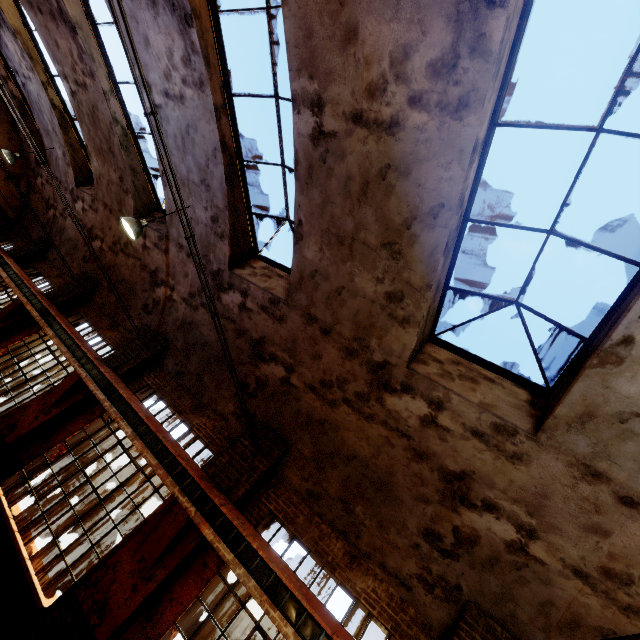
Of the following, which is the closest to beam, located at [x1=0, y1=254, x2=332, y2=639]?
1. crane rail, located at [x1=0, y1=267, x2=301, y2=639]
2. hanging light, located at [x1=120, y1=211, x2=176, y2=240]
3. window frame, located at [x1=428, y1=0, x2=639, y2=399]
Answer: crane rail, located at [x1=0, y1=267, x2=301, y2=639]

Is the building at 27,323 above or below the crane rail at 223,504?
below

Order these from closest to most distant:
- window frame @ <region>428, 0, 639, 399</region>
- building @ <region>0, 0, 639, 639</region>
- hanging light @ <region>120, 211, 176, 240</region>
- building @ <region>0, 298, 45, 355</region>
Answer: window frame @ <region>428, 0, 639, 399</region> < building @ <region>0, 0, 639, 639</region> < hanging light @ <region>120, 211, 176, 240</region> < building @ <region>0, 298, 45, 355</region>

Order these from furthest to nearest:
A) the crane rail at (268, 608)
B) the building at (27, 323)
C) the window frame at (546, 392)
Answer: the building at (27, 323) → the crane rail at (268, 608) → the window frame at (546, 392)

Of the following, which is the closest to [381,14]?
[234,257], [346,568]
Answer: [234,257]

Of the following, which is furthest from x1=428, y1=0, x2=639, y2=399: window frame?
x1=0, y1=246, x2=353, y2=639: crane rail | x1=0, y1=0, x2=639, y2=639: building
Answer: x1=0, y1=246, x2=353, y2=639: crane rail

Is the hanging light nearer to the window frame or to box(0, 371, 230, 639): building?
box(0, 371, 230, 639): building

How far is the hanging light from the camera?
7.2m
